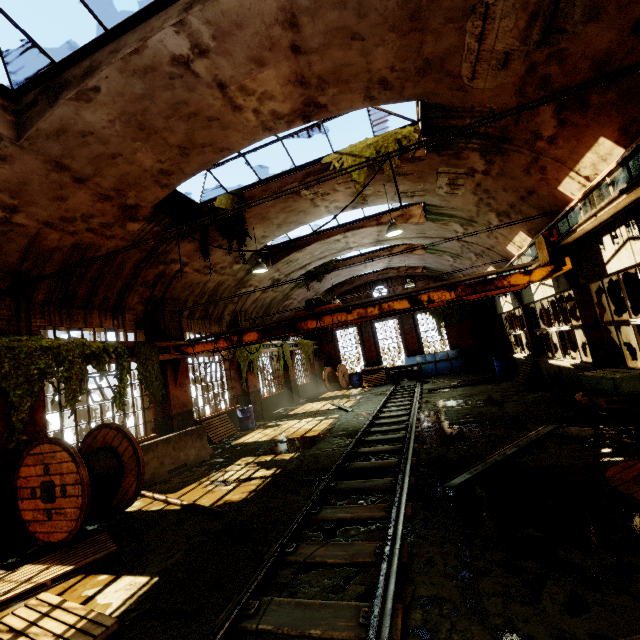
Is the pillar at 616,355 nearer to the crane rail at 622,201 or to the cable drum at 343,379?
the crane rail at 622,201

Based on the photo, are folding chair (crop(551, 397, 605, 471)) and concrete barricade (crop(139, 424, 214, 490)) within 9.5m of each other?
yes

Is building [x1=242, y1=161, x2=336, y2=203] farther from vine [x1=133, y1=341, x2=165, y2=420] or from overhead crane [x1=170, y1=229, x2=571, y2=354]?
vine [x1=133, y1=341, x2=165, y2=420]

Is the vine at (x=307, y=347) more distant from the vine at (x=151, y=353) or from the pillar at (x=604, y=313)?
the pillar at (x=604, y=313)

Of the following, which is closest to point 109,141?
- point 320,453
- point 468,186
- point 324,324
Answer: point 324,324

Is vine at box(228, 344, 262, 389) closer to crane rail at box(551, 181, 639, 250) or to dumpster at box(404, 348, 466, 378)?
dumpster at box(404, 348, 466, 378)

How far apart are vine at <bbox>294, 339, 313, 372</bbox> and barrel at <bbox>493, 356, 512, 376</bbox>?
11.4m

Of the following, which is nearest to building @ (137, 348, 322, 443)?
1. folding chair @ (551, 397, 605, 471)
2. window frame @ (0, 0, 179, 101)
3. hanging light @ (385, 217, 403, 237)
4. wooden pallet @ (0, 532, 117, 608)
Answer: window frame @ (0, 0, 179, 101)
